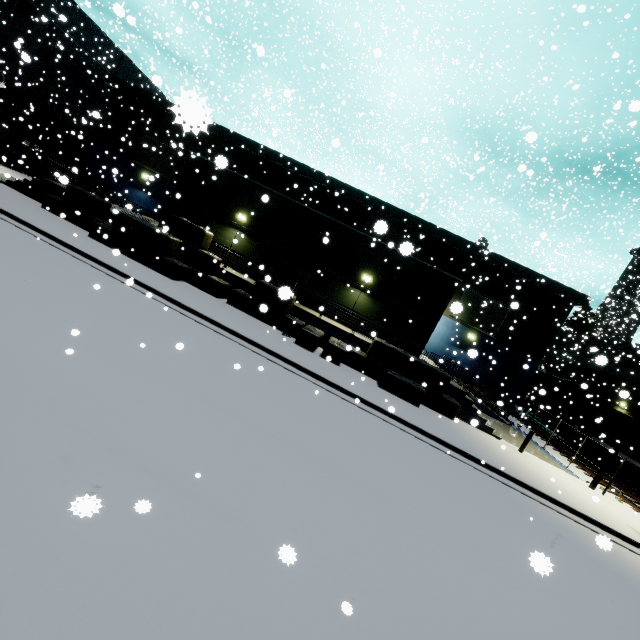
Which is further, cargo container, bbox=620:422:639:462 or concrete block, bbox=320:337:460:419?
cargo container, bbox=620:422:639:462

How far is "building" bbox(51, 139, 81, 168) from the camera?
31.5m

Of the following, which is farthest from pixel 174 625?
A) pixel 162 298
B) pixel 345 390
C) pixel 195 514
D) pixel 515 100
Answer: pixel 515 100

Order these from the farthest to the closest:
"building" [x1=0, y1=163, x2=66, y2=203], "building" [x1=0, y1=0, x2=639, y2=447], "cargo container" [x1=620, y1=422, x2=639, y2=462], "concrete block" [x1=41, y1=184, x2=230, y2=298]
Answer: "cargo container" [x1=620, y1=422, x2=639, y2=462] < "building" [x1=0, y1=163, x2=66, y2=203] < "building" [x1=0, y1=0, x2=639, y2=447] < "concrete block" [x1=41, y1=184, x2=230, y2=298]

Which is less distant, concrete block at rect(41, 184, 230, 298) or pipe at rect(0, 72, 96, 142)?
concrete block at rect(41, 184, 230, 298)

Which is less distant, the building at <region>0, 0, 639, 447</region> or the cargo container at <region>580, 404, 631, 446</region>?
the building at <region>0, 0, 639, 447</region>

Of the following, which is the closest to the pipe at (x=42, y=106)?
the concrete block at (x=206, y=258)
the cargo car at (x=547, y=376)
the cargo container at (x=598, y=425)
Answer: the concrete block at (x=206, y=258)

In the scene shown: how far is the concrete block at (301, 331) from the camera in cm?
1476
